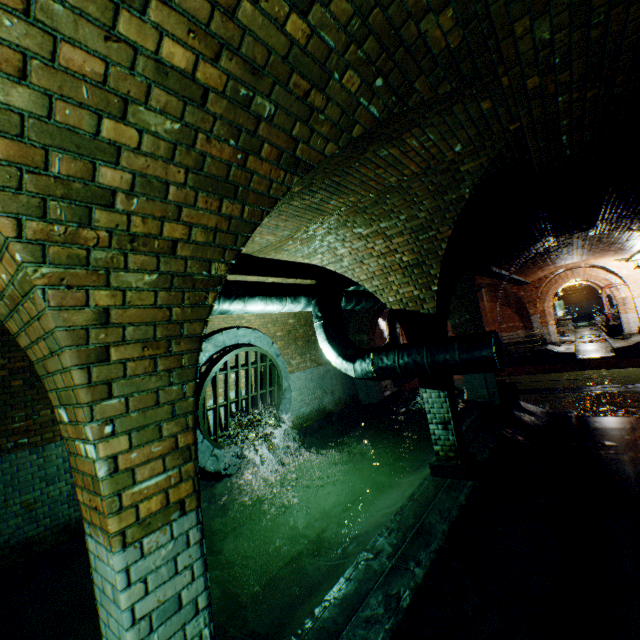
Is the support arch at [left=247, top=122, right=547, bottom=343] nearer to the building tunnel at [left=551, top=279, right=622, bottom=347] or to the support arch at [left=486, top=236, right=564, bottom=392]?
the support arch at [left=486, top=236, right=564, bottom=392]

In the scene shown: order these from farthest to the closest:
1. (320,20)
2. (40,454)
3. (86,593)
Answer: (40,454)
(86,593)
(320,20)

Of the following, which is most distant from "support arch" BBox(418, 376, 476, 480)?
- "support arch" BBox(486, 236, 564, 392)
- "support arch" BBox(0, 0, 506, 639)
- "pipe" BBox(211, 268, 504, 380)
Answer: "support arch" BBox(486, 236, 564, 392)

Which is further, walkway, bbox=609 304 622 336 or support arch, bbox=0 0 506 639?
walkway, bbox=609 304 622 336

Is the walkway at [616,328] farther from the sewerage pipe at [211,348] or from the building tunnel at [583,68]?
the sewerage pipe at [211,348]

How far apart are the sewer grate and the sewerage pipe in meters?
0.0 m

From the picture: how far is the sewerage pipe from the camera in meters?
7.0 m

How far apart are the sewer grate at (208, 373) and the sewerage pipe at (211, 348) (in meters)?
0.01
